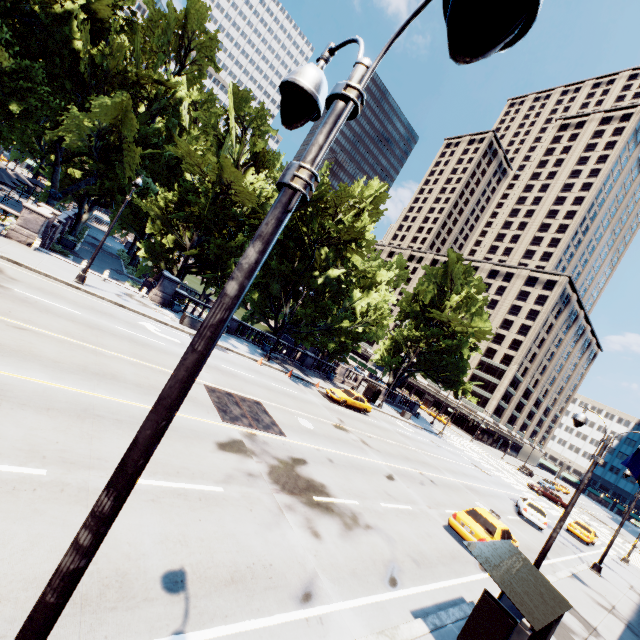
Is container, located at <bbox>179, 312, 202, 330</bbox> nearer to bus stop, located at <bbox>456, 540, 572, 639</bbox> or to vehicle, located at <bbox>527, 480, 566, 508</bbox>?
bus stop, located at <bbox>456, 540, 572, 639</bbox>

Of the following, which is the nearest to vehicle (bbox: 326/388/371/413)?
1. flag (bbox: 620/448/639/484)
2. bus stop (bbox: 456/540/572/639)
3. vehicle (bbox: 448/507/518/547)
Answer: vehicle (bbox: 448/507/518/547)

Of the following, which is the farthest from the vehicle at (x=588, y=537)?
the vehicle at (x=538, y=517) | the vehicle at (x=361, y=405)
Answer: the vehicle at (x=361, y=405)

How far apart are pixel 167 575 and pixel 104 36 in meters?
43.2

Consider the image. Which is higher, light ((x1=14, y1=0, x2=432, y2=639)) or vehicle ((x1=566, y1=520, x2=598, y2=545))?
light ((x1=14, y1=0, x2=432, y2=639))

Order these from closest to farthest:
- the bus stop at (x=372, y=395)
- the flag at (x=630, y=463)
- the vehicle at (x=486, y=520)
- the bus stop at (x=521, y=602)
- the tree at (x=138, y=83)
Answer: the bus stop at (x=521, y=602), the flag at (x=630, y=463), the vehicle at (x=486, y=520), the tree at (x=138, y=83), the bus stop at (x=372, y=395)

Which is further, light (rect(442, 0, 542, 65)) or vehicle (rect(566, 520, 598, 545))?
vehicle (rect(566, 520, 598, 545))

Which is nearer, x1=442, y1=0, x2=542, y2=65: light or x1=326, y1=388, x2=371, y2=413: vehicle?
x1=442, y1=0, x2=542, y2=65: light
